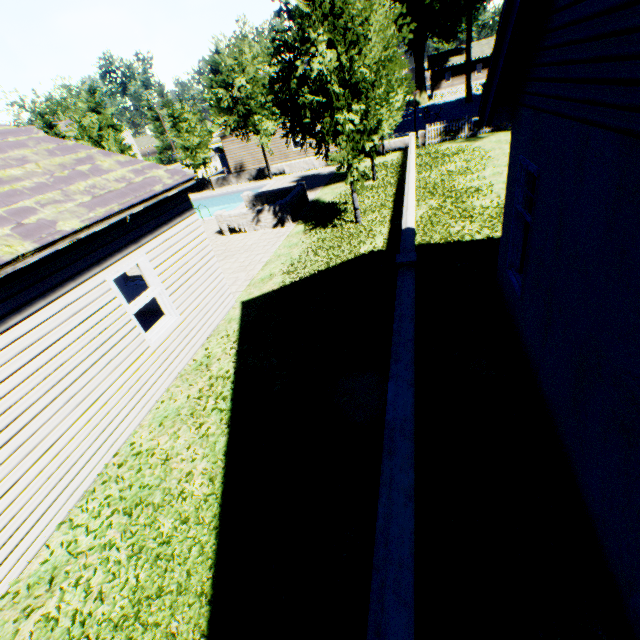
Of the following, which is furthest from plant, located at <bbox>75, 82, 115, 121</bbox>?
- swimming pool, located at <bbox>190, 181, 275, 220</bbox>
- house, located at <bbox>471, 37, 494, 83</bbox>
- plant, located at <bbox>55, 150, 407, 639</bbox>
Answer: plant, located at <bbox>55, 150, 407, 639</bbox>

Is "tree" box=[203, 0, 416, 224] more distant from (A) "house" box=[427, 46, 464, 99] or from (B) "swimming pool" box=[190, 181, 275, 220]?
(A) "house" box=[427, 46, 464, 99]

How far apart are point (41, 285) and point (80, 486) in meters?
3.2 m

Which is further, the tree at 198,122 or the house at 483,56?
the house at 483,56

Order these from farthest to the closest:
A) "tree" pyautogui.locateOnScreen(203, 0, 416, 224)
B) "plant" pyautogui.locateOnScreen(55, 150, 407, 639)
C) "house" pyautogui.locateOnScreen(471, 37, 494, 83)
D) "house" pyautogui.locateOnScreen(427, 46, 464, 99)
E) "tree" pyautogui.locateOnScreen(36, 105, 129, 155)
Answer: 1. "house" pyautogui.locateOnScreen(427, 46, 464, 99)
2. "house" pyautogui.locateOnScreen(471, 37, 494, 83)
3. "tree" pyautogui.locateOnScreen(36, 105, 129, 155)
4. "tree" pyautogui.locateOnScreen(203, 0, 416, 224)
5. "plant" pyautogui.locateOnScreen(55, 150, 407, 639)

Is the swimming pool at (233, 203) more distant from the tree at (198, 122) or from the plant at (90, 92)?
the plant at (90, 92)

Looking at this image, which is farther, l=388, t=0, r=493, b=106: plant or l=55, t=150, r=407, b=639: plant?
l=388, t=0, r=493, b=106: plant

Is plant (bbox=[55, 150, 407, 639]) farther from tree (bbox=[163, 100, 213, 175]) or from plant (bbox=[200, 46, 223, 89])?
plant (bbox=[200, 46, 223, 89])
